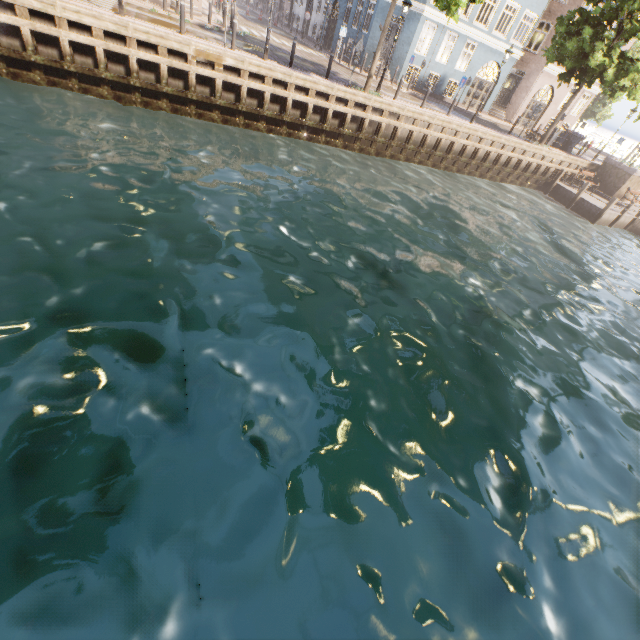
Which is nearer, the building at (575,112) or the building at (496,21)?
the building at (496,21)

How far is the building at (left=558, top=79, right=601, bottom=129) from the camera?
28.8 meters

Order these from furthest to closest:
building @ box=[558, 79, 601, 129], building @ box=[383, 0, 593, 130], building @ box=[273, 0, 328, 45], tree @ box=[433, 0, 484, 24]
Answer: building @ box=[273, 0, 328, 45] → building @ box=[558, 79, 601, 129] → building @ box=[383, 0, 593, 130] → tree @ box=[433, 0, 484, 24]

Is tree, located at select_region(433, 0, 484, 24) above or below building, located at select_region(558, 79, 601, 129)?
above

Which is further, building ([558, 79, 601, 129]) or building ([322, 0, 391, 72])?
building ([558, 79, 601, 129])

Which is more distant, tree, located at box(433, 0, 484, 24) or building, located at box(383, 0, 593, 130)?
building, located at box(383, 0, 593, 130)

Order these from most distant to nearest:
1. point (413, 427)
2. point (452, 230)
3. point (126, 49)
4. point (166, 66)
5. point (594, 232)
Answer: point (594, 232) < point (452, 230) < point (166, 66) < point (126, 49) < point (413, 427)

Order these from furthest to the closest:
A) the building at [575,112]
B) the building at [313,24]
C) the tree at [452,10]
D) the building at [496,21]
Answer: the building at [313,24]
the building at [575,112]
the building at [496,21]
the tree at [452,10]
